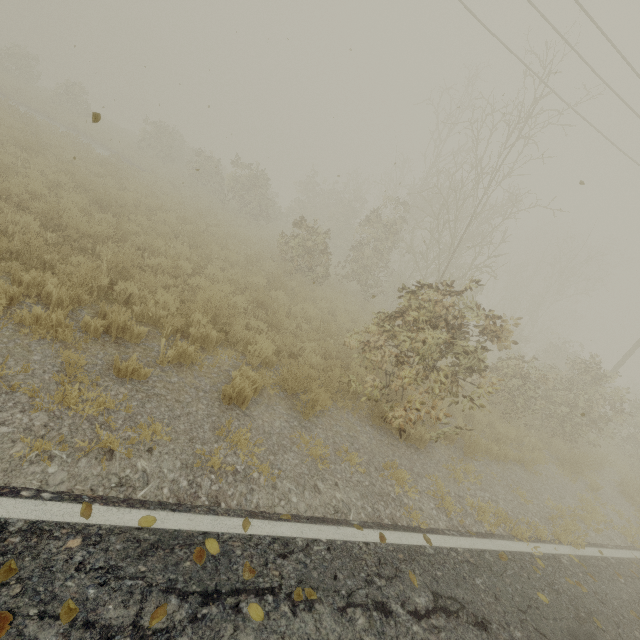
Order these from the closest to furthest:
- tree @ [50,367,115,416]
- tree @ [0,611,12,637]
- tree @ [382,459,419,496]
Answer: tree @ [0,611,12,637]
tree @ [50,367,115,416]
tree @ [382,459,419,496]

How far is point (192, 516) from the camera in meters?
3.0 m

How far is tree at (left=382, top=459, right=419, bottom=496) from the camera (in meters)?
5.09

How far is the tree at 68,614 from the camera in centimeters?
202cm

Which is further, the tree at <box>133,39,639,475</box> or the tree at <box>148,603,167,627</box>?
the tree at <box>133,39,639,475</box>

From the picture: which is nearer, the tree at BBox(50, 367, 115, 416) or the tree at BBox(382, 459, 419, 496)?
the tree at BBox(50, 367, 115, 416)
